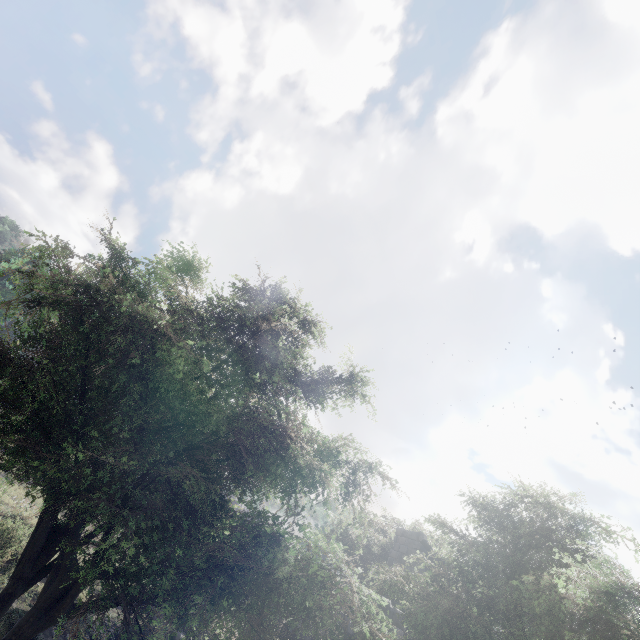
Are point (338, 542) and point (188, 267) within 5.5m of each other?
no

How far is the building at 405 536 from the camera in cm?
1748

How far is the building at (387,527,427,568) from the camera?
17.48m
